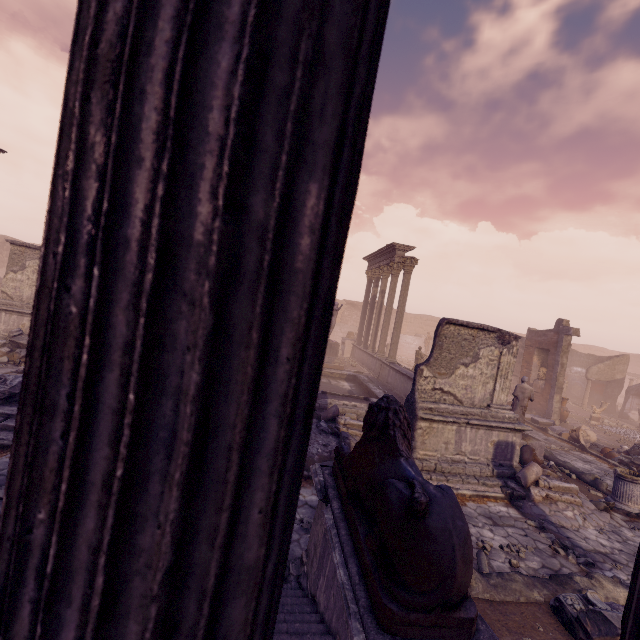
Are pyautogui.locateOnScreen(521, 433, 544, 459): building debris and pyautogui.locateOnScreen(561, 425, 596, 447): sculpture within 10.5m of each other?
yes

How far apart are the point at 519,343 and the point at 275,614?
24.07m

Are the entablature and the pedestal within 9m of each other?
yes

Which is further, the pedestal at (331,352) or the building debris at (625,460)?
the pedestal at (331,352)

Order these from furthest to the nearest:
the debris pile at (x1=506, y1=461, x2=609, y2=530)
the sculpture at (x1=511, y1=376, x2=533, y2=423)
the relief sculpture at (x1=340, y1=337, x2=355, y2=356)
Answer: the relief sculpture at (x1=340, y1=337, x2=355, y2=356), the sculpture at (x1=511, y1=376, x2=533, y2=423), the debris pile at (x1=506, y1=461, x2=609, y2=530)

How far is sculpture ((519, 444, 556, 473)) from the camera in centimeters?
931cm

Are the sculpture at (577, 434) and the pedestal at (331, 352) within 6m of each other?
no

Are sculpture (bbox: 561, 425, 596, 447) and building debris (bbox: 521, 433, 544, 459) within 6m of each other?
yes
